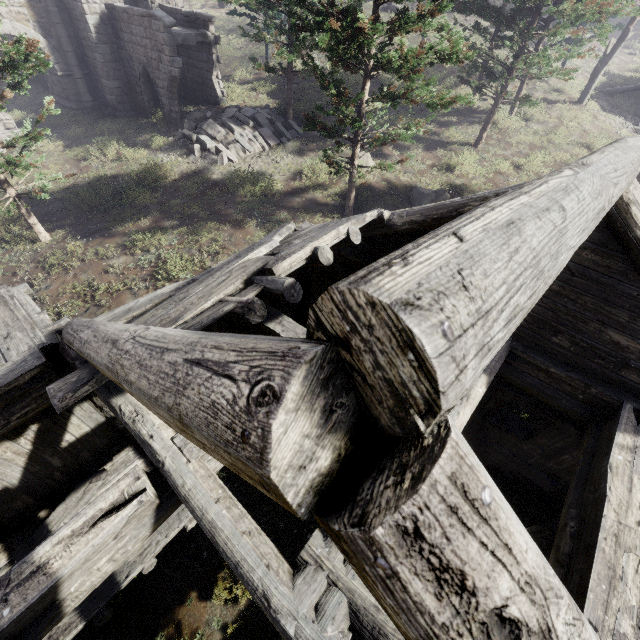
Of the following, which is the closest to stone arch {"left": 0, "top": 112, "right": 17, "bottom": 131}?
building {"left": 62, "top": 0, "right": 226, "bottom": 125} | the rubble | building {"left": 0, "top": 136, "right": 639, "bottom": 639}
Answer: building {"left": 62, "top": 0, "right": 226, "bottom": 125}

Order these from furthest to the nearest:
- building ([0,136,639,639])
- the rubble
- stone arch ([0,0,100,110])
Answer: stone arch ([0,0,100,110]) → the rubble → building ([0,136,639,639])

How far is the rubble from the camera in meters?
16.1

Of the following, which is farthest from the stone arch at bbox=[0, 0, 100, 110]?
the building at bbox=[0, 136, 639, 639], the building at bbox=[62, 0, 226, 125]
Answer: the building at bbox=[0, 136, 639, 639]

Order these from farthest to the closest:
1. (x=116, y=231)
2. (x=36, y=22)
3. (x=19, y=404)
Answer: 1. (x=36, y=22)
2. (x=116, y=231)
3. (x=19, y=404)

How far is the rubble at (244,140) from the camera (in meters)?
16.14

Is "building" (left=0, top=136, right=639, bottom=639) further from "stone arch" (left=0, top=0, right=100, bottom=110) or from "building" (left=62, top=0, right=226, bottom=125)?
"building" (left=62, top=0, right=226, bottom=125)

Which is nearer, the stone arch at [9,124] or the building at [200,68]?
the building at [200,68]
